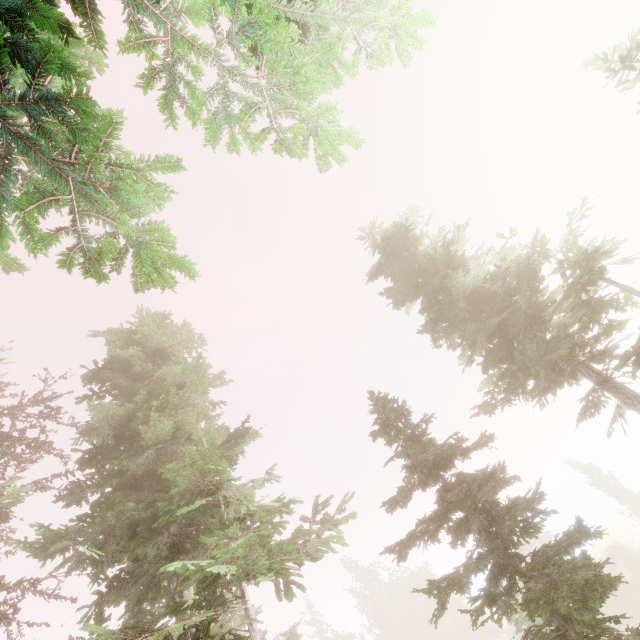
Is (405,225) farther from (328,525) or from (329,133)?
(328,525)

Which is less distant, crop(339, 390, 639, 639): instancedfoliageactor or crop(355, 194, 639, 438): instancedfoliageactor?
crop(339, 390, 639, 639): instancedfoliageactor

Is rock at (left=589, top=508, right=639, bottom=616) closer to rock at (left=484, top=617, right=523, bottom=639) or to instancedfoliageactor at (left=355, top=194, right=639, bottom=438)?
instancedfoliageactor at (left=355, top=194, right=639, bottom=438)

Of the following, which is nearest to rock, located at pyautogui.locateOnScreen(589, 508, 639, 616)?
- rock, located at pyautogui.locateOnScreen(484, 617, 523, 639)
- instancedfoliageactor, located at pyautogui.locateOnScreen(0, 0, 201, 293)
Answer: instancedfoliageactor, located at pyautogui.locateOnScreen(0, 0, 201, 293)

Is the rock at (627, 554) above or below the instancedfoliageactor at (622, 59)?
below

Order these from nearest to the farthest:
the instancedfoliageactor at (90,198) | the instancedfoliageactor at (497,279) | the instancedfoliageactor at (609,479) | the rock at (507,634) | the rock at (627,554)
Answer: the instancedfoliageactor at (90,198)
the instancedfoliageactor at (497,279)
the rock at (627,554)
the instancedfoliageactor at (609,479)
the rock at (507,634)

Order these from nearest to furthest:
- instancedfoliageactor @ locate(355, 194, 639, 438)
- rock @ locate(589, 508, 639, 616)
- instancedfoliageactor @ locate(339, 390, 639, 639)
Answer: instancedfoliageactor @ locate(339, 390, 639, 639) < instancedfoliageactor @ locate(355, 194, 639, 438) < rock @ locate(589, 508, 639, 616)
